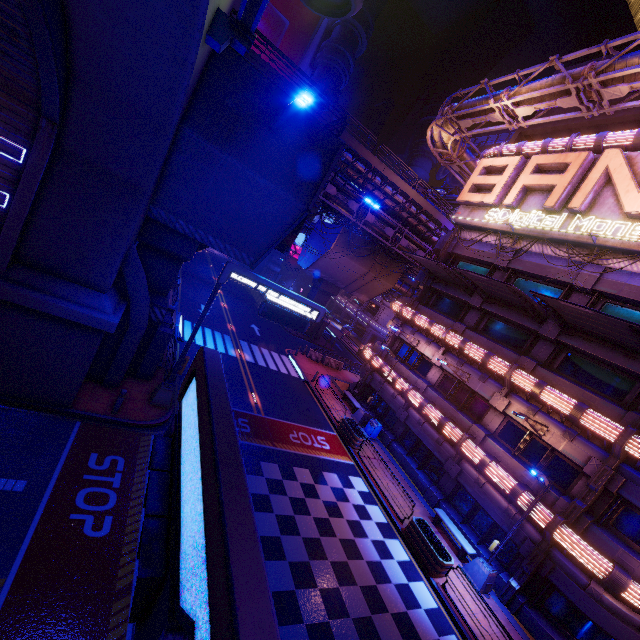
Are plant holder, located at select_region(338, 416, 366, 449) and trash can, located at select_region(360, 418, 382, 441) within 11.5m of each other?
yes

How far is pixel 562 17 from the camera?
58.6 meters

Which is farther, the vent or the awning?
the vent

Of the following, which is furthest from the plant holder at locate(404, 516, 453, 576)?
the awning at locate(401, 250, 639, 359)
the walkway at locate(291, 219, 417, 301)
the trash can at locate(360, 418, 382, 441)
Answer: the walkway at locate(291, 219, 417, 301)

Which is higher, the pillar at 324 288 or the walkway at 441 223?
the walkway at 441 223

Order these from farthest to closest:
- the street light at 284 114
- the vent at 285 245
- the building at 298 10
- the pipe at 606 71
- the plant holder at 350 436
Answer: the plant holder at 350 436 → the pipe at 606 71 → the vent at 285 245 → the building at 298 10 → the street light at 284 114

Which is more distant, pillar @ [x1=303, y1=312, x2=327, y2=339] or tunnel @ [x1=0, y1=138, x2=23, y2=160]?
pillar @ [x1=303, y1=312, x2=327, y2=339]

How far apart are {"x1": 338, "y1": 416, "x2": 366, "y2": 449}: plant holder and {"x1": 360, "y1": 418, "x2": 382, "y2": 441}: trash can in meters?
1.2
